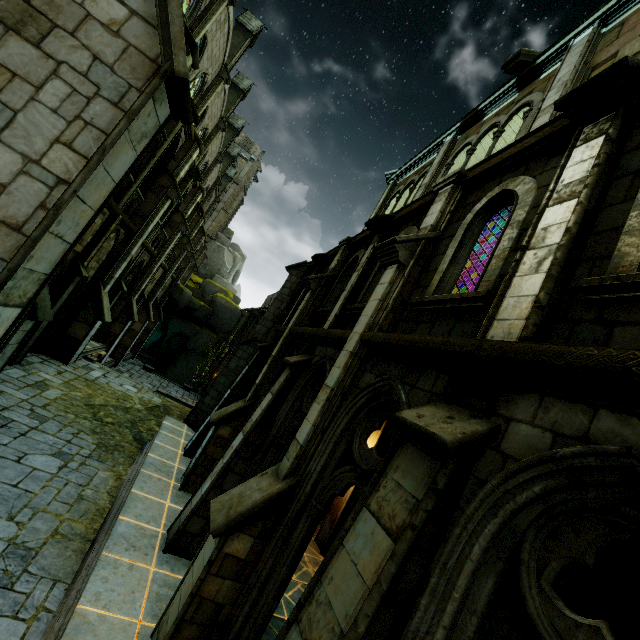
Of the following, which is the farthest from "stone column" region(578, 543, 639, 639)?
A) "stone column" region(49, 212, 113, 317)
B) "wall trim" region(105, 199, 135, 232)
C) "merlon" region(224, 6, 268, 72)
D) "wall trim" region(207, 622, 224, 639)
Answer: "merlon" region(224, 6, 268, 72)

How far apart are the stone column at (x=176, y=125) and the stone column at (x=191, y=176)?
5.1 meters

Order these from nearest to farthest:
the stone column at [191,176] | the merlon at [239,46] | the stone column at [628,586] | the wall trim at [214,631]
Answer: the stone column at [628,586] → the wall trim at [214,631] → the stone column at [191,176] → the merlon at [239,46]

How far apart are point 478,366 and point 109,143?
5.3 meters

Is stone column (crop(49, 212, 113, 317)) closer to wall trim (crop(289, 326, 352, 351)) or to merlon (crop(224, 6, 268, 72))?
wall trim (crop(289, 326, 352, 351))

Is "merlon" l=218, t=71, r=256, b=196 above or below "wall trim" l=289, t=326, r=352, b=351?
above

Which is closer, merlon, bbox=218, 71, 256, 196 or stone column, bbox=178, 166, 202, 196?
stone column, bbox=178, 166, 202, 196

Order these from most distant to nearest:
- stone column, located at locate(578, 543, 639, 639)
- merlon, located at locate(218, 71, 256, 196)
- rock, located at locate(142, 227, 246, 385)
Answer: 1. rock, located at locate(142, 227, 246, 385)
2. merlon, located at locate(218, 71, 256, 196)
3. stone column, located at locate(578, 543, 639, 639)
